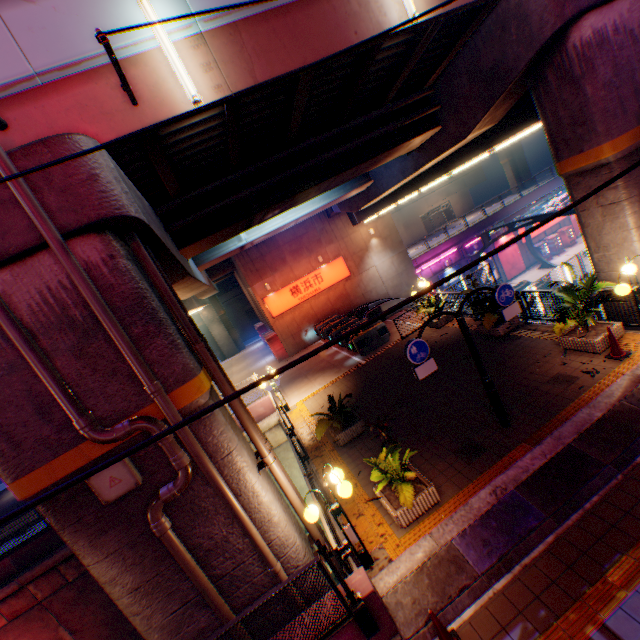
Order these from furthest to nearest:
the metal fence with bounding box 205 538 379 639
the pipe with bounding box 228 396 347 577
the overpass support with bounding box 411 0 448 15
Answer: the overpass support with bounding box 411 0 448 15 → the pipe with bounding box 228 396 347 577 → the metal fence with bounding box 205 538 379 639

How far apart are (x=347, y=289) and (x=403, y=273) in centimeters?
494cm

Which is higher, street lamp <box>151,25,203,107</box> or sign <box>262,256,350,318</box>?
street lamp <box>151,25,203,107</box>

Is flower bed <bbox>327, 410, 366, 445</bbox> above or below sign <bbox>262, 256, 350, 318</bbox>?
below

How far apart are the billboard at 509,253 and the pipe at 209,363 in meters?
33.5 m

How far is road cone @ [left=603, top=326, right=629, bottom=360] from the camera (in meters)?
8.01

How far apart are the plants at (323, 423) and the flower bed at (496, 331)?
5.7 meters

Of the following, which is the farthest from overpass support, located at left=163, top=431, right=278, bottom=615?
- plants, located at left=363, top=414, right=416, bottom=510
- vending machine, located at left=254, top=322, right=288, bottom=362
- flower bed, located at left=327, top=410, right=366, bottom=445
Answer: vending machine, located at left=254, top=322, right=288, bottom=362
